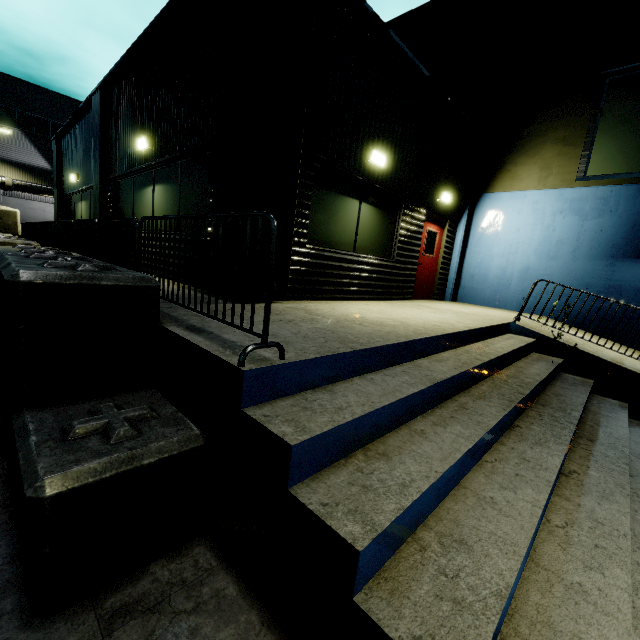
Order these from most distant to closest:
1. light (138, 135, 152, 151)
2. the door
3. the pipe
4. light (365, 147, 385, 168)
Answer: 1. the pipe
2. the door
3. light (138, 135, 152, 151)
4. light (365, 147, 385, 168)

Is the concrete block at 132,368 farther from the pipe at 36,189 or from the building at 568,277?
the pipe at 36,189

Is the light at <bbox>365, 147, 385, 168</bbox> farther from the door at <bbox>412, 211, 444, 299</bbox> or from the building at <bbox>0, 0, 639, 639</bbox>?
the door at <bbox>412, 211, 444, 299</bbox>

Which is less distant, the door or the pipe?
the door

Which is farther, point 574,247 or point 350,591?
point 574,247

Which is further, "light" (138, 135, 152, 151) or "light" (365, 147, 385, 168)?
"light" (138, 135, 152, 151)

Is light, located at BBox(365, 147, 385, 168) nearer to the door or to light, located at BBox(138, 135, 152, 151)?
the door

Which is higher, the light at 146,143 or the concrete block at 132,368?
the light at 146,143
